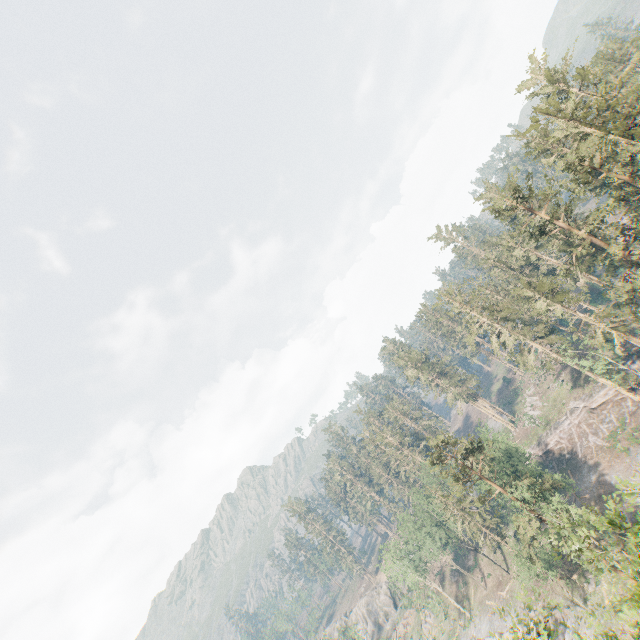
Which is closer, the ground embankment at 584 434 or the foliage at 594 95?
the foliage at 594 95

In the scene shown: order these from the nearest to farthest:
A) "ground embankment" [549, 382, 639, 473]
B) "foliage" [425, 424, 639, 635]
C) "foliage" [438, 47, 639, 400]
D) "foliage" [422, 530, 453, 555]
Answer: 1. "foliage" [425, 424, 639, 635]
2. "foliage" [438, 47, 639, 400]
3. "ground embankment" [549, 382, 639, 473]
4. "foliage" [422, 530, 453, 555]

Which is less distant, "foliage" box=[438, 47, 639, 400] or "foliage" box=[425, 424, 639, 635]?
"foliage" box=[425, 424, 639, 635]

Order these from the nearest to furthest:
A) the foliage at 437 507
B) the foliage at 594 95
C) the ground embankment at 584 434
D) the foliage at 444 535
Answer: the foliage at 437 507
the foliage at 594 95
the ground embankment at 584 434
the foliage at 444 535

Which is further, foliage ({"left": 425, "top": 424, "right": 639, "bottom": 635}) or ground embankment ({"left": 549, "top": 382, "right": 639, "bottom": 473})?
ground embankment ({"left": 549, "top": 382, "right": 639, "bottom": 473})

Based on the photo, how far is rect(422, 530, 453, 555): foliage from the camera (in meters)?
56.91

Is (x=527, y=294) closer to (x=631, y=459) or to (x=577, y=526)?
(x=631, y=459)
